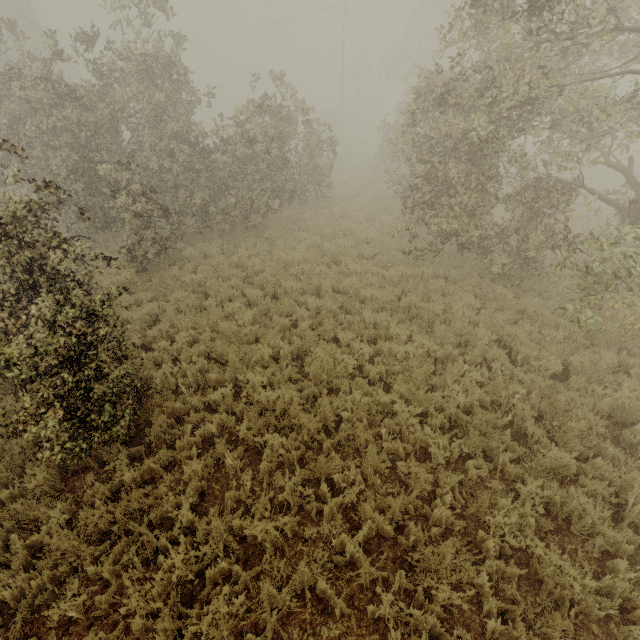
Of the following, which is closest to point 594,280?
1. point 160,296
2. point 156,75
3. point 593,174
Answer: point 160,296
